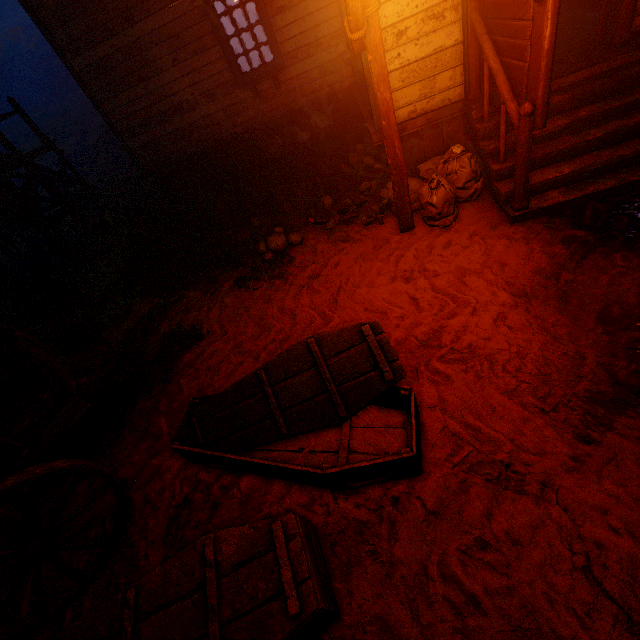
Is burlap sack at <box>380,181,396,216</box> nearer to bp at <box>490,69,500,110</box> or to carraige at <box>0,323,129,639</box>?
bp at <box>490,69,500,110</box>

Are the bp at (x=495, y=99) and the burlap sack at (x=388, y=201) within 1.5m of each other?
yes

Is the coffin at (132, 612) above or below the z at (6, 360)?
above

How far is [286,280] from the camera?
4.48m

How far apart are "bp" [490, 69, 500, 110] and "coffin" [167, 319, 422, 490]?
2.5 meters

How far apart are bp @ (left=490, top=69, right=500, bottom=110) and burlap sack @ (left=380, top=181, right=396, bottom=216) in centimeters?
53cm

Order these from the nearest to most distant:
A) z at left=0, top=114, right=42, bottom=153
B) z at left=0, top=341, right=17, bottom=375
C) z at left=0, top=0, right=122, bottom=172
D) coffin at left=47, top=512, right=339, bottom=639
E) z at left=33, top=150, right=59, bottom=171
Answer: coffin at left=47, top=512, right=339, bottom=639, z at left=0, top=341, right=17, bottom=375, z at left=0, top=0, right=122, bottom=172, z at left=33, top=150, right=59, bottom=171, z at left=0, top=114, right=42, bottom=153

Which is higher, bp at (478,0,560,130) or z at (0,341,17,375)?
bp at (478,0,560,130)
